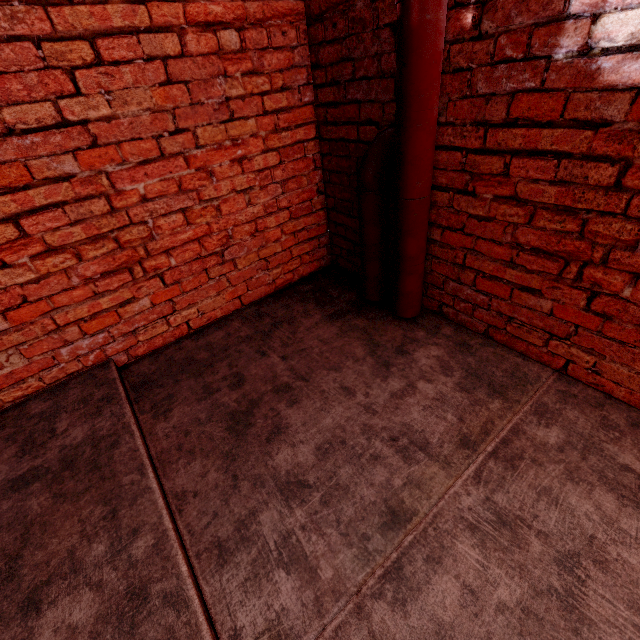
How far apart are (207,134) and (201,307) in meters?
1.2 m
